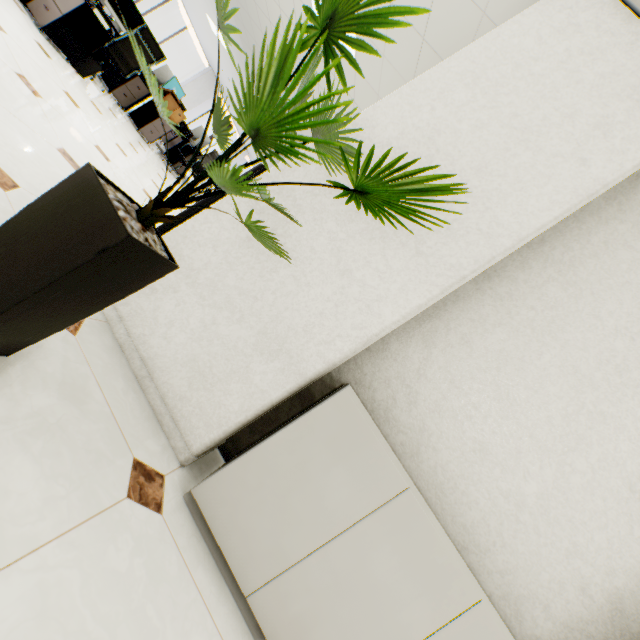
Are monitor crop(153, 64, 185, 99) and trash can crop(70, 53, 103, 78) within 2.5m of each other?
no

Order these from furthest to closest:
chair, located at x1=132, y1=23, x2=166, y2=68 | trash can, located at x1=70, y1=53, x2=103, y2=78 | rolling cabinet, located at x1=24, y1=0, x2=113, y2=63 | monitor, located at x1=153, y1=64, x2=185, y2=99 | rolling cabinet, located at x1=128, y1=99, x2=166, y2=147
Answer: monitor, located at x1=153, y1=64, x2=185, y2=99 < rolling cabinet, located at x1=128, y1=99, x2=166, y2=147 < chair, located at x1=132, y1=23, x2=166, y2=68 < trash can, located at x1=70, y1=53, x2=103, y2=78 < rolling cabinet, located at x1=24, y1=0, x2=113, y2=63

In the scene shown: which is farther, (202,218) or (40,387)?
(202,218)

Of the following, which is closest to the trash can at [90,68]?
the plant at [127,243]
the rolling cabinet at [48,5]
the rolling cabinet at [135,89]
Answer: the rolling cabinet at [48,5]

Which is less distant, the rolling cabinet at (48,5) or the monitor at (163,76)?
the rolling cabinet at (48,5)

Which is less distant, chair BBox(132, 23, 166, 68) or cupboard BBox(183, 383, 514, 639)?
cupboard BBox(183, 383, 514, 639)

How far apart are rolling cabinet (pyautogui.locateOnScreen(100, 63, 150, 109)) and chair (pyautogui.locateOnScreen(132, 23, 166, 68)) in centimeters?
46cm
